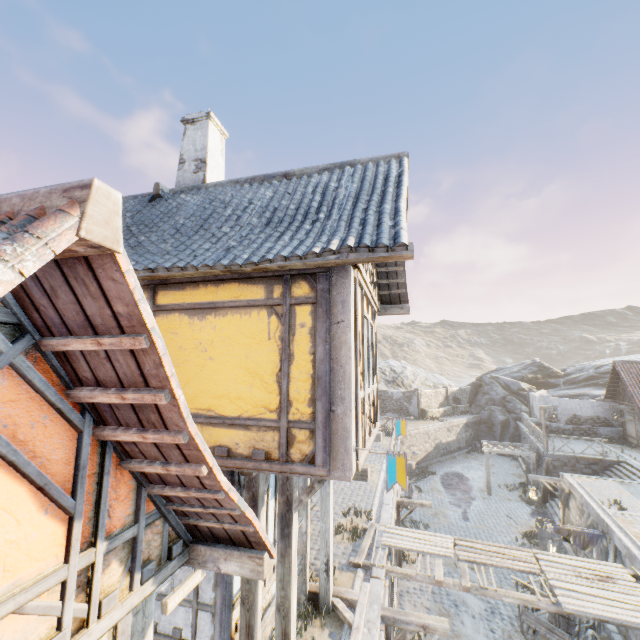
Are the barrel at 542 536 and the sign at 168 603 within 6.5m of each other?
no

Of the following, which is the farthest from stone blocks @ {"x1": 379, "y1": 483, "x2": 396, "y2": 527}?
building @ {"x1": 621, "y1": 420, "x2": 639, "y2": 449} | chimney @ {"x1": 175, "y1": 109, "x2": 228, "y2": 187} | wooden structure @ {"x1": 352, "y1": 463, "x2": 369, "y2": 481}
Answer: chimney @ {"x1": 175, "y1": 109, "x2": 228, "y2": 187}

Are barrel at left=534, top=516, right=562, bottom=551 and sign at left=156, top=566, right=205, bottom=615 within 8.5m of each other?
no

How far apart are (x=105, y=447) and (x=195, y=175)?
7.71m

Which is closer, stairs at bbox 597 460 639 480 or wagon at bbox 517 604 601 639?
wagon at bbox 517 604 601 639

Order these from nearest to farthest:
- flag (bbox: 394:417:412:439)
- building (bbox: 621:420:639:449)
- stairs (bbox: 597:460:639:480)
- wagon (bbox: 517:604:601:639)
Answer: flag (bbox: 394:417:412:439)
wagon (bbox: 517:604:601:639)
stairs (bbox: 597:460:639:480)
building (bbox: 621:420:639:449)

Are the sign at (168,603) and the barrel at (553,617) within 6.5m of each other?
no

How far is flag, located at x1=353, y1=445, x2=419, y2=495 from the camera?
4.3m
